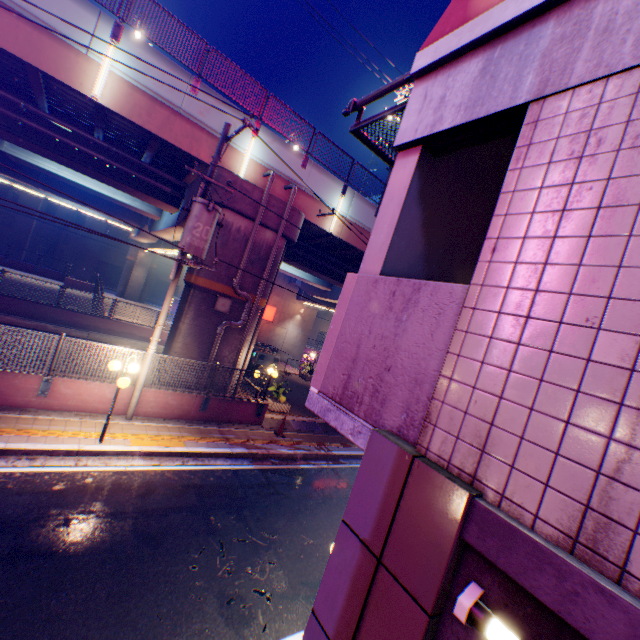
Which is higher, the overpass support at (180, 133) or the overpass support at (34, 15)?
the overpass support at (34, 15)

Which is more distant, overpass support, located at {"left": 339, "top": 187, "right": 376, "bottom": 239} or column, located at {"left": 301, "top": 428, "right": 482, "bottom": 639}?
overpass support, located at {"left": 339, "top": 187, "right": 376, "bottom": 239}

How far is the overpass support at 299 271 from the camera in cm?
1405

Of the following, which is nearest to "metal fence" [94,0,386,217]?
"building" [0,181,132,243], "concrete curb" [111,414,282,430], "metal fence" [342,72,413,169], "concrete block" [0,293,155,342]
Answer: "metal fence" [342,72,413,169]

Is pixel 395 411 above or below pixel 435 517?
above

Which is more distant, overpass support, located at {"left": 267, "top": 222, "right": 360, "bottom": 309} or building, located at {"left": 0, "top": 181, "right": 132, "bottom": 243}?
building, located at {"left": 0, "top": 181, "right": 132, "bottom": 243}

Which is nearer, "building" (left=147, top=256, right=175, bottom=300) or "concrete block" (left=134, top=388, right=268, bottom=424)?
"concrete block" (left=134, top=388, right=268, bottom=424)
